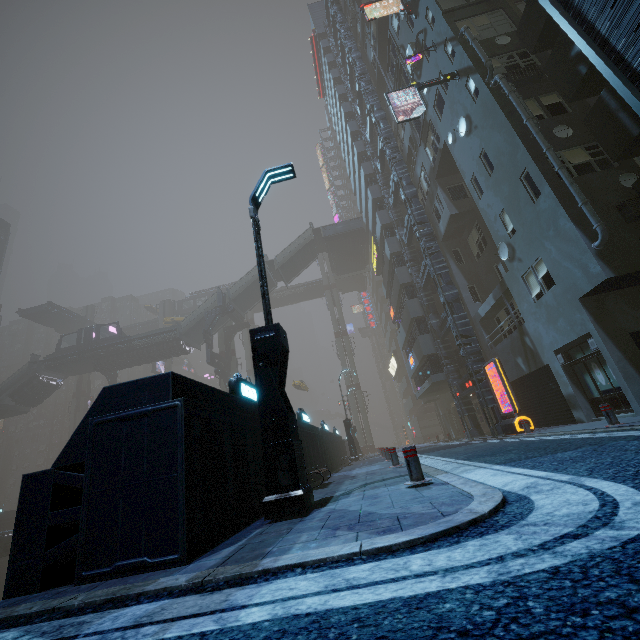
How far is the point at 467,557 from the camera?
1.92m

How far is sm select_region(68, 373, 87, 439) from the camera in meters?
53.7 m

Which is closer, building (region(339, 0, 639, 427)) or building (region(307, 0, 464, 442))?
building (region(339, 0, 639, 427))

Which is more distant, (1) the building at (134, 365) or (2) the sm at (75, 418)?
(2) the sm at (75, 418)

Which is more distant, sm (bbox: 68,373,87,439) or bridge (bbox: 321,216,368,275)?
sm (bbox: 68,373,87,439)

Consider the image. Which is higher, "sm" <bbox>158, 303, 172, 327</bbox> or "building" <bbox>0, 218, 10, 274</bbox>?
"building" <bbox>0, 218, 10, 274</bbox>

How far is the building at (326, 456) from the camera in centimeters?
1020cm

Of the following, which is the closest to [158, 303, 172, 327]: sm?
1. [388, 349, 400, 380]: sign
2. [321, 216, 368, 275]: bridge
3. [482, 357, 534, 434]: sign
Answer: [388, 349, 400, 380]: sign
